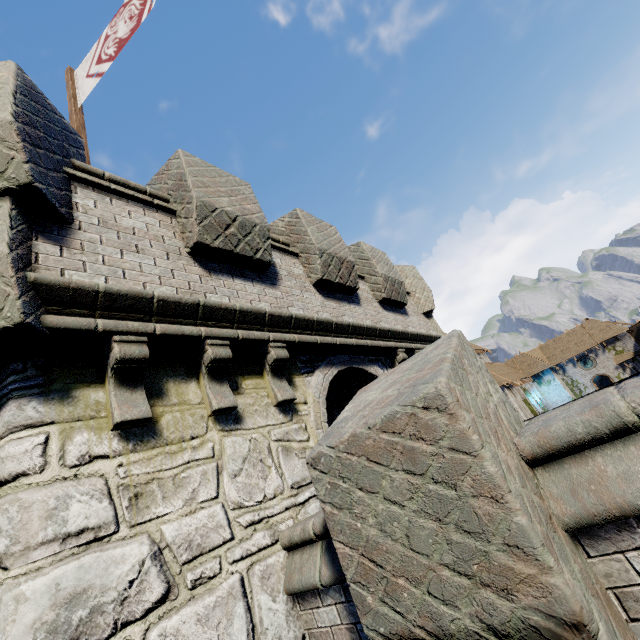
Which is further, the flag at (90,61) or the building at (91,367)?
the flag at (90,61)

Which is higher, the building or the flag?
the flag

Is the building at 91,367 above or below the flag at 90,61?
below

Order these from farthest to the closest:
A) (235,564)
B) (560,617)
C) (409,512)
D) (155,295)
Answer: (155,295) < (235,564) < (409,512) < (560,617)

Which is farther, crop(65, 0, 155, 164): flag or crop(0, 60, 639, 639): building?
crop(65, 0, 155, 164): flag
